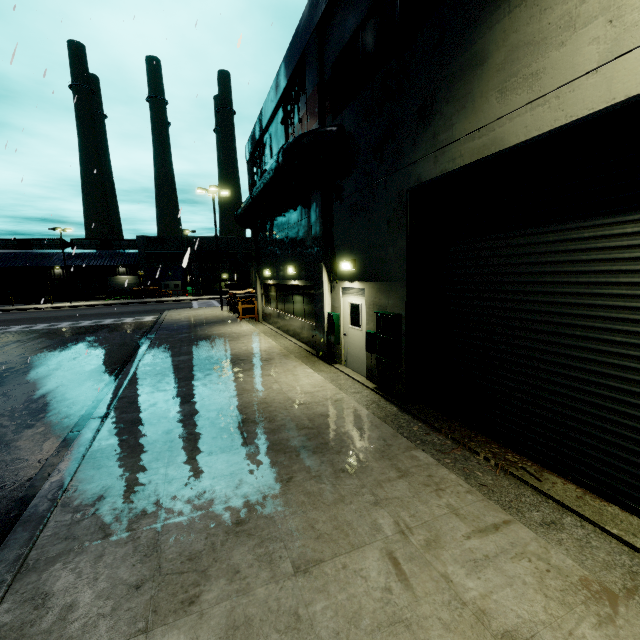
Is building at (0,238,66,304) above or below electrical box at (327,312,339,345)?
above

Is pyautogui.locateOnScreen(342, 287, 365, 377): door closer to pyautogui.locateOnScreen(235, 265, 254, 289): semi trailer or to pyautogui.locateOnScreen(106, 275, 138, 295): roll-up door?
pyautogui.locateOnScreen(235, 265, 254, 289): semi trailer

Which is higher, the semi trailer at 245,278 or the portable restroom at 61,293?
A: the semi trailer at 245,278

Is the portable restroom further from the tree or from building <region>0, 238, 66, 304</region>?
the tree

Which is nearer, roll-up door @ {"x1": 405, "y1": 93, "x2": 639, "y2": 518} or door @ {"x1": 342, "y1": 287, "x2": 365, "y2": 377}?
roll-up door @ {"x1": 405, "y1": 93, "x2": 639, "y2": 518}

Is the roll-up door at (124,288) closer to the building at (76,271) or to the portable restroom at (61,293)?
the building at (76,271)

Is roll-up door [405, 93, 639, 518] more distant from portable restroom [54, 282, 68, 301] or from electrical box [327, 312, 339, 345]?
portable restroom [54, 282, 68, 301]

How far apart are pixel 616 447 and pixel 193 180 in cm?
1353
